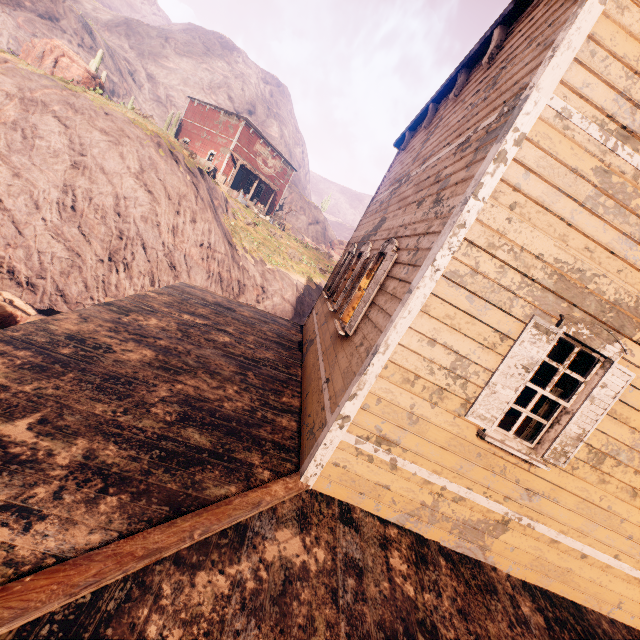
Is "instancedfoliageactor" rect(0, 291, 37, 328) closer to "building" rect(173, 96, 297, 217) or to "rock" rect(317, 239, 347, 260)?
"building" rect(173, 96, 297, 217)

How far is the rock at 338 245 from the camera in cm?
5344

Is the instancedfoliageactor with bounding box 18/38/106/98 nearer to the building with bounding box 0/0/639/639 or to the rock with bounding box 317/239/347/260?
the building with bounding box 0/0/639/639

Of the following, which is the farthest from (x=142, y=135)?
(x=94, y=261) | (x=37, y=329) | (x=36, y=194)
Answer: (x=37, y=329)

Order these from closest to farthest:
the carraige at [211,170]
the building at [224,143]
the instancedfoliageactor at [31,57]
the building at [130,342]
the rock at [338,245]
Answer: the building at [130,342] < the instancedfoliageactor at [31,57] < the carraige at [211,170] < the building at [224,143] < the rock at [338,245]

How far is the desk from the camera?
4.0 meters

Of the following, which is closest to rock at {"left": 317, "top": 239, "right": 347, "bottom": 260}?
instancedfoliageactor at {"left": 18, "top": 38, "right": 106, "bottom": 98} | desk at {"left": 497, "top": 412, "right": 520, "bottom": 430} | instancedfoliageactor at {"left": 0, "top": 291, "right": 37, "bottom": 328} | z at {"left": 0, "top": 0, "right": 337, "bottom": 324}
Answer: z at {"left": 0, "top": 0, "right": 337, "bottom": 324}

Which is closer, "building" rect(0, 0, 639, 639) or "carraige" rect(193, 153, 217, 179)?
"building" rect(0, 0, 639, 639)
